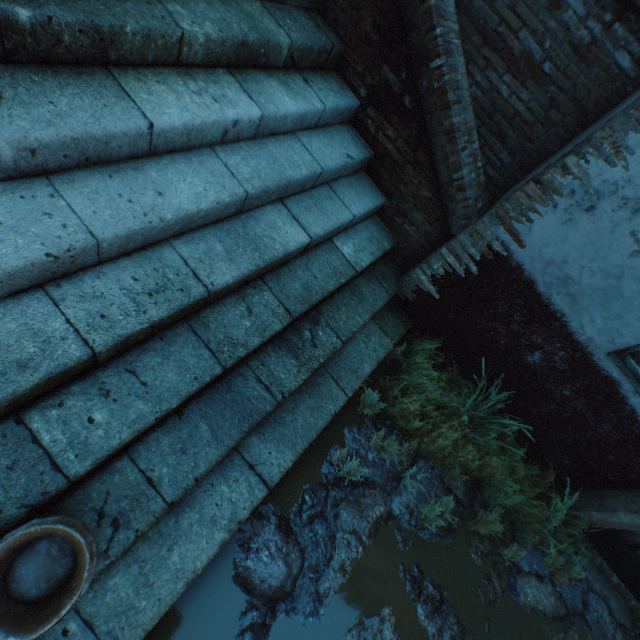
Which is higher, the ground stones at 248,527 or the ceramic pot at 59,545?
the ceramic pot at 59,545

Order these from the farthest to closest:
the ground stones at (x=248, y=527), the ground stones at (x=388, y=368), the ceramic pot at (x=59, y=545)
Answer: the ground stones at (x=388, y=368)
the ground stones at (x=248, y=527)
the ceramic pot at (x=59, y=545)

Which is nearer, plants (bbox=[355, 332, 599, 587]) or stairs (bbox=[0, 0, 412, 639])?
stairs (bbox=[0, 0, 412, 639])

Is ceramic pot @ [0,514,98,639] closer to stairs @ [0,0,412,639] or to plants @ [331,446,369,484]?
stairs @ [0,0,412,639]

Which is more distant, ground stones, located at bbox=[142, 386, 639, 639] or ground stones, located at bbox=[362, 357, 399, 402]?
ground stones, located at bbox=[362, 357, 399, 402]

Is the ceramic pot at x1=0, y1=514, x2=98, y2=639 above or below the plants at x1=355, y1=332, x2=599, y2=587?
above

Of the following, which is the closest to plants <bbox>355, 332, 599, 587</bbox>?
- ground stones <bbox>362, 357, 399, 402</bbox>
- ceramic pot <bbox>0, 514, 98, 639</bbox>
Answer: ground stones <bbox>362, 357, 399, 402</bbox>

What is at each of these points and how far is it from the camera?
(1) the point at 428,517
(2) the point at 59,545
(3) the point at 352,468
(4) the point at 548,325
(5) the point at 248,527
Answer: (1) plants, 2.76m
(2) ceramic pot, 1.33m
(3) plants, 2.60m
(4) building, 2.73m
(5) ground stones, 2.15m
